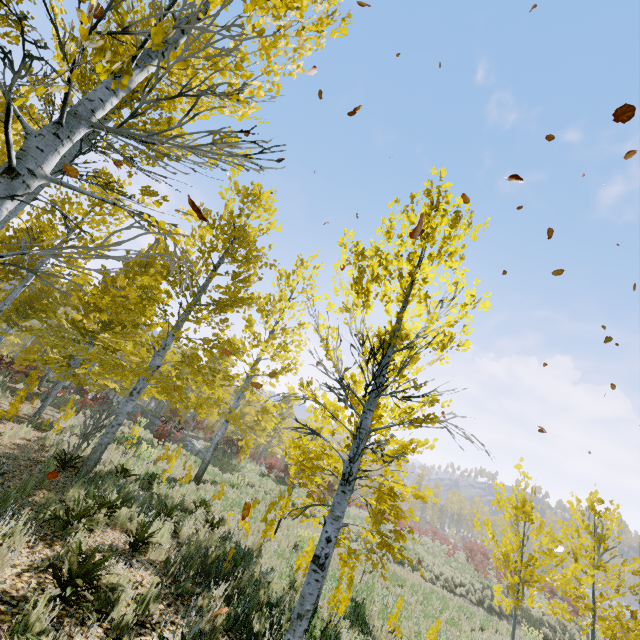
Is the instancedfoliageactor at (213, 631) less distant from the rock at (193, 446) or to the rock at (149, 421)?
the rock at (149, 421)

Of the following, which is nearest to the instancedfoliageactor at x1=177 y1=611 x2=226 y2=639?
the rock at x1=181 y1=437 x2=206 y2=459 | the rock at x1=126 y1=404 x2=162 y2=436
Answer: the rock at x1=126 y1=404 x2=162 y2=436

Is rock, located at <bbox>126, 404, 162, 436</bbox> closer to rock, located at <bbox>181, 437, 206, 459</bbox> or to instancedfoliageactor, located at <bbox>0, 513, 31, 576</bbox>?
instancedfoliageactor, located at <bbox>0, 513, 31, 576</bbox>

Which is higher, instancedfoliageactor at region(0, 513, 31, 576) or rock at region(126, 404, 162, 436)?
rock at region(126, 404, 162, 436)

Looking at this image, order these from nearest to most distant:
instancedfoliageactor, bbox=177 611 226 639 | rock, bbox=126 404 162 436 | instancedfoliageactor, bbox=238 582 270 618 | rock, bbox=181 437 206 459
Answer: instancedfoliageactor, bbox=177 611 226 639
instancedfoliageactor, bbox=238 582 270 618
rock, bbox=181 437 206 459
rock, bbox=126 404 162 436

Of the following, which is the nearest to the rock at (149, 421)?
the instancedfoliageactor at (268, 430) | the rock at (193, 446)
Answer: the instancedfoliageactor at (268, 430)

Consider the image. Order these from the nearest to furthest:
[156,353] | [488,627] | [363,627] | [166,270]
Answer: [363,627] → [156,353] → [166,270] → [488,627]
